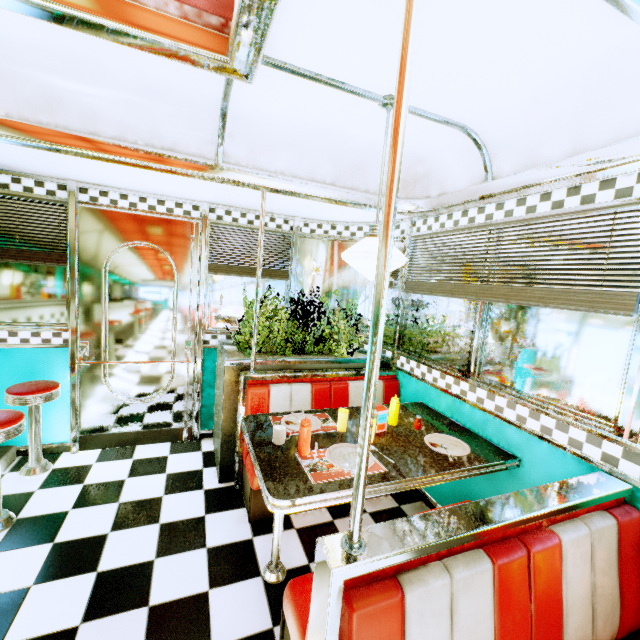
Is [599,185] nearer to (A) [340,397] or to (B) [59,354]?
(A) [340,397]

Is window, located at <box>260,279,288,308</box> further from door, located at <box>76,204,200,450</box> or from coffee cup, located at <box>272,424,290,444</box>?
coffee cup, located at <box>272,424,290,444</box>

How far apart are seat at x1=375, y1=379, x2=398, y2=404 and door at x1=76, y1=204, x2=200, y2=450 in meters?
1.0 m

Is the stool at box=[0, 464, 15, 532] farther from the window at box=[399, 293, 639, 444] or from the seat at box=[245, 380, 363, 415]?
the window at box=[399, 293, 639, 444]

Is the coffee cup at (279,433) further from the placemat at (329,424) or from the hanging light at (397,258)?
the hanging light at (397,258)

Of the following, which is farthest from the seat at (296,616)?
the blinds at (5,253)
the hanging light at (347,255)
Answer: the blinds at (5,253)

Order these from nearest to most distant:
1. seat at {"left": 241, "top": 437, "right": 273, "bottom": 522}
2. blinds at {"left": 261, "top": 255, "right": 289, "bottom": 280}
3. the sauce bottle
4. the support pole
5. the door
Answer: the support pole → the sauce bottle → seat at {"left": 241, "top": 437, "right": 273, "bottom": 522} → the door → blinds at {"left": 261, "top": 255, "right": 289, "bottom": 280}

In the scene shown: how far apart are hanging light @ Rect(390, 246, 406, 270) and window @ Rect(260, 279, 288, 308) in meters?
1.8 m
